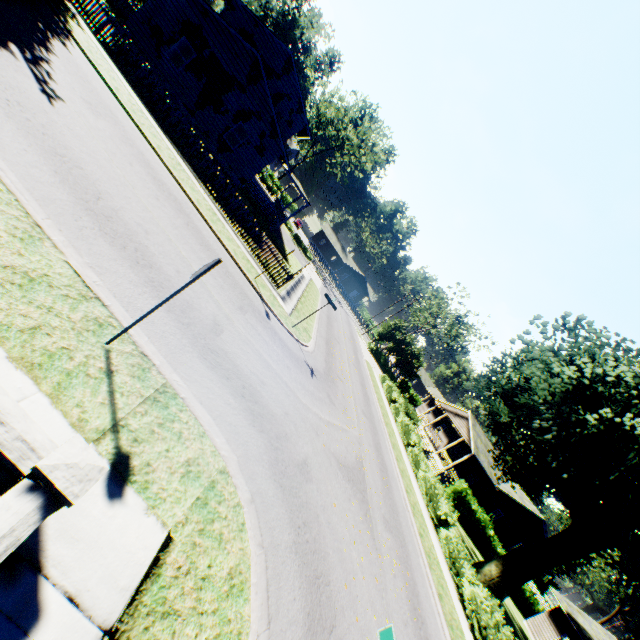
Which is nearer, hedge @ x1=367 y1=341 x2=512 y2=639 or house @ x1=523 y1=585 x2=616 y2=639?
hedge @ x1=367 y1=341 x2=512 y2=639

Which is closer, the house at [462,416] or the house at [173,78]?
the house at [173,78]

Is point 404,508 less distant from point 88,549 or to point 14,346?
point 88,549

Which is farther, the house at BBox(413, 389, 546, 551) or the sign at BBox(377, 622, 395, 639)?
the house at BBox(413, 389, 546, 551)

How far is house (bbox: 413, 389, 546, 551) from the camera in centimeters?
3241cm

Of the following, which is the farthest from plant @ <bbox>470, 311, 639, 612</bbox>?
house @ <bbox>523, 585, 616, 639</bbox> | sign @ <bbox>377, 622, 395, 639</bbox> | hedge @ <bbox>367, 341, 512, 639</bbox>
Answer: sign @ <bbox>377, 622, 395, 639</bbox>

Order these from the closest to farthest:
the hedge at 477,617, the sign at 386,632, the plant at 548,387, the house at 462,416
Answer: → the sign at 386,632 → the hedge at 477,617 → the plant at 548,387 → the house at 462,416

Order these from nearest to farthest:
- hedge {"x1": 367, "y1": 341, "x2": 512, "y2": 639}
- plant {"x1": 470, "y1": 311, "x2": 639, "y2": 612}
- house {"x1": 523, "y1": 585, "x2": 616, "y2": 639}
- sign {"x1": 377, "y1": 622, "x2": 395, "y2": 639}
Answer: sign {"x1": 377, "y1": 622, "x2": 395, "y2": 639} → hedge {"x1": 367, "y1": 341, "x2": 512, "y2": 639} → plant {"x1": 470, "y1": 311, "x2": 639, "y2": 612} → house {"x1": 523, "y1": 585, "x2": 616, "y2": 639}
